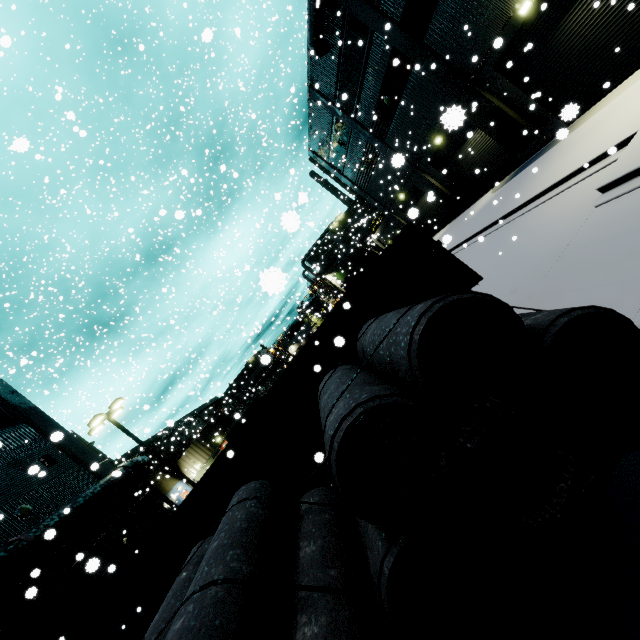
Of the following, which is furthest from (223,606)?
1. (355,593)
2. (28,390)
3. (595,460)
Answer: (28,390)

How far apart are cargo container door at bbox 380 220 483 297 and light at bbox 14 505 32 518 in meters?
13.9 m

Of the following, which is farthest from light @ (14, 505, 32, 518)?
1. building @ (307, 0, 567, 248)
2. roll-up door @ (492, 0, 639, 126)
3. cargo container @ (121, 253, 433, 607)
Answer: cargo container @ (121, 253, 433, 607)

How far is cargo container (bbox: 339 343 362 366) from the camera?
7.55m

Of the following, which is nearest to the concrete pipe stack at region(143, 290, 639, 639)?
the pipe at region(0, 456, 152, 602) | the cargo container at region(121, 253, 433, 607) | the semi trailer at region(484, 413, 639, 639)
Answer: the semi trailer at region(484, 413, 639, 639)

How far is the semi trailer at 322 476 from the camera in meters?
8.0

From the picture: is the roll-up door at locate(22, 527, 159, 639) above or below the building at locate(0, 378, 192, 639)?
below

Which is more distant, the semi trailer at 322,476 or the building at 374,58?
the building at 374,58
